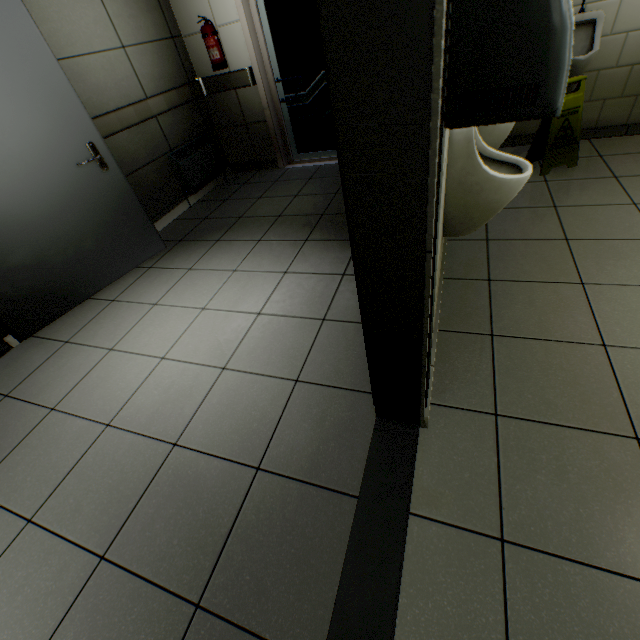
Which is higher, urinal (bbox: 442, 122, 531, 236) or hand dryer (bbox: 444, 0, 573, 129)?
hand dryer (bbox: 444, 0, 573, 129)

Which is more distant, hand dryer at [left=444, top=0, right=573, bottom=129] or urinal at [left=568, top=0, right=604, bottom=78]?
urinal at [left=568, top=0, right=604, bottom=78]

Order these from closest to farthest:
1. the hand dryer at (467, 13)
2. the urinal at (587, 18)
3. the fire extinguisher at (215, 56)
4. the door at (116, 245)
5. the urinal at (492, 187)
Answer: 1. the hand dryer at (467, 13)
2. the urinal at (492, 187)
3. the door at (116, 245)
4. the urinal at (587, 18)
5. the fire extinguisher at (215, 56)

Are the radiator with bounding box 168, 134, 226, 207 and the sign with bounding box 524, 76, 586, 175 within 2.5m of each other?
no

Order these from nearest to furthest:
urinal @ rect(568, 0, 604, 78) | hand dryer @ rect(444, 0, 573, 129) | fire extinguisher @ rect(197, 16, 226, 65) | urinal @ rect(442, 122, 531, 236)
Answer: hand dryer @ rect(444, 0, 573, 129) → urinal @ rect(442, 122, 531, 236) → urinal @ rect(568, 0, 604, 78) → fire extinguisher @ rect(197, 16, 226, 65)

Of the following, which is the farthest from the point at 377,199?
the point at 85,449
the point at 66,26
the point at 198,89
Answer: the point at 198,89

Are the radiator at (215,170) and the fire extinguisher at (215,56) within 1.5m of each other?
yes

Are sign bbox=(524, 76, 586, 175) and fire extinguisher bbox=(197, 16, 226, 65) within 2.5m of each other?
no
